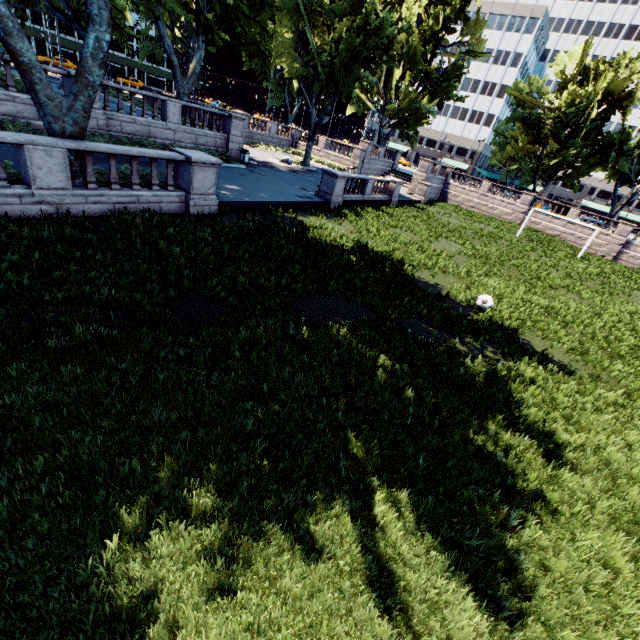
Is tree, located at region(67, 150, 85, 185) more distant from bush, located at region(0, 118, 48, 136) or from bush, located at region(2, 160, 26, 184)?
bush, located at region(2, 160, 26, 184)

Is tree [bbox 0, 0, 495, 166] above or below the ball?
above

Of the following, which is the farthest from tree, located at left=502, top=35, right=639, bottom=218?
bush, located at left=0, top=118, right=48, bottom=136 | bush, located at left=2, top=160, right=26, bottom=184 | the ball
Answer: the ball

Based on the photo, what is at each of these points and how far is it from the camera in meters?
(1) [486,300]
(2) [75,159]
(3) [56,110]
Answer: (1) ball, 12.1
(2) tree, 10.2
(3) tree, 9.5

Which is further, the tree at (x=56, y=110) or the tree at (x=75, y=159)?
→ the tree at (x=75, y=159)

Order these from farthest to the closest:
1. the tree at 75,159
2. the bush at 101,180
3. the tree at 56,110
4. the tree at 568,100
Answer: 1. the tree at 568,100
2. the bush at 101,180
3. the tree at 75,159
4. the tree at 56,110

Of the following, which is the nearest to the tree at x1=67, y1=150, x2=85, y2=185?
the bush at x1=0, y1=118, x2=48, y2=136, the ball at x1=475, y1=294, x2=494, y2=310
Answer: the bush at x1=0, y1=118, x2=48, y2=136

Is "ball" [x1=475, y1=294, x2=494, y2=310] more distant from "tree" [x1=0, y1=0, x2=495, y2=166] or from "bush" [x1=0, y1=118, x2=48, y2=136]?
"bush" [x1=0, y1=118, x2=48, y2=136]
